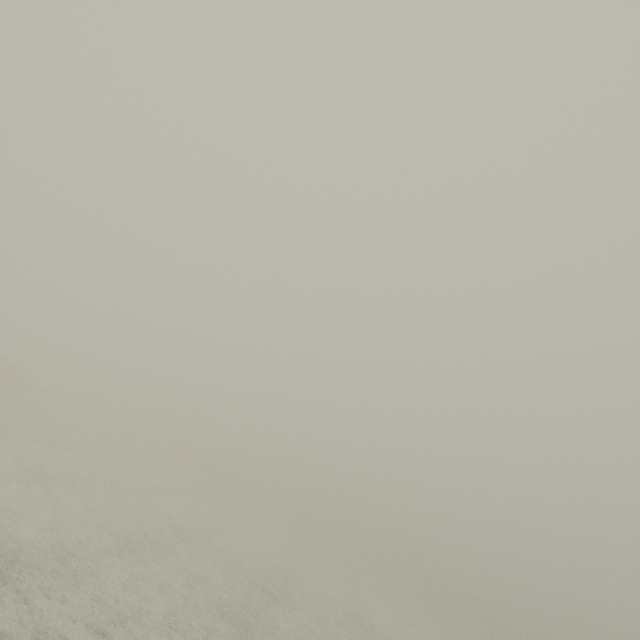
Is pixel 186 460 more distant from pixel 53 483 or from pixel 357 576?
pixel 53 483
